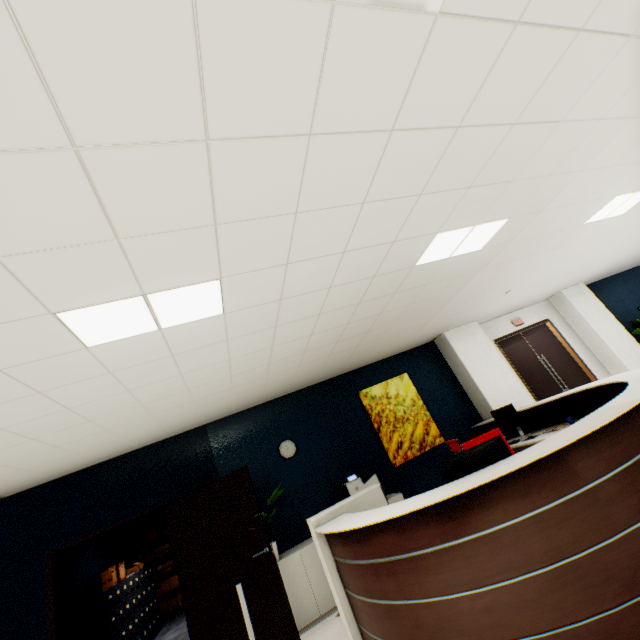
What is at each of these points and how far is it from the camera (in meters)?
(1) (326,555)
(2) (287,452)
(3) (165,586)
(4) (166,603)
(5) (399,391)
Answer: (1) rolling cabinet, 3.17
(2) clock, 5.41
(3) cardboard box, 8.32
(4) cardboard box, 8.18
(5) picture, 6.36

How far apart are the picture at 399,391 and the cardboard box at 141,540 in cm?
748

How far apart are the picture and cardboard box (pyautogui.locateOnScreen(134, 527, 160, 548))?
7.48m

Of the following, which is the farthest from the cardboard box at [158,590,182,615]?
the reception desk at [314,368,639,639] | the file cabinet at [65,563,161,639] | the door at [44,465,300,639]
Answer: the reception desk at [314,368,639,639]

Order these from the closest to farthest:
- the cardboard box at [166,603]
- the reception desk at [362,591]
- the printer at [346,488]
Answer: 1. the reception desk at [362,591]
2. the printer at [346,488]
3. the cardboard box at [166,603]

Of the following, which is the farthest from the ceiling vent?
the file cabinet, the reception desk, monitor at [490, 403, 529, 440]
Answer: the file cabinet

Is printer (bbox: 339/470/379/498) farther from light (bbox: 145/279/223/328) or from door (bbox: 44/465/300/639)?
light (bbox: 145/279/223/328)

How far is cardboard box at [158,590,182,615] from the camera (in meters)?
8.11
